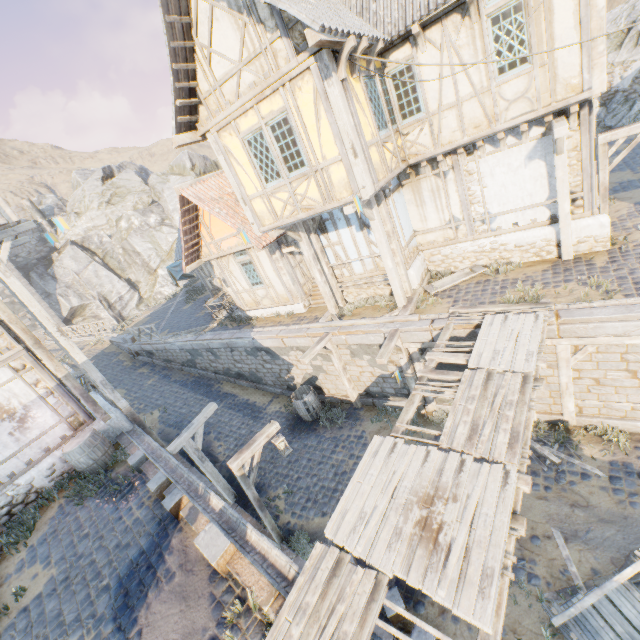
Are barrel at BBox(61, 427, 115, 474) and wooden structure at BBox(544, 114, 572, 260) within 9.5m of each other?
no

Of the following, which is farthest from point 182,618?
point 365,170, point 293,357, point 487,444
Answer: point 365,170

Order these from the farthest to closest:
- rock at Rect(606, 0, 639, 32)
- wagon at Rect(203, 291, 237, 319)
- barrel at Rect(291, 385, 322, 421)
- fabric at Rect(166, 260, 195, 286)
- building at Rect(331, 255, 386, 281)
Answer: fabric at Rect(166, 260, 195, 286)
rock at Rect(606, 0, 639, 32)
wagon at Rect(203, 291, 237, 319)
barrel at Rect(291, 385, 322, 421)
building at Rect(331, 255, 386, 281)

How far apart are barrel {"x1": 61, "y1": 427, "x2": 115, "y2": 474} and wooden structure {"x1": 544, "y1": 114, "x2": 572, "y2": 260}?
14.18m

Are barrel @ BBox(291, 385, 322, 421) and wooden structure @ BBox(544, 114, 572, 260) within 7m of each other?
no

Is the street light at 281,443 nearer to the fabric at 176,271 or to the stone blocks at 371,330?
the stone blocks at 371,330

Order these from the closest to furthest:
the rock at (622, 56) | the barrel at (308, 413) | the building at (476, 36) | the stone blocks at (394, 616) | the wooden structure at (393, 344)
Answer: the wooden structure at (393, 344) < the stone blocks at (394, 616) < the building at (476, 36) < the barrel at (308, 413) < the rock at (622, 56)

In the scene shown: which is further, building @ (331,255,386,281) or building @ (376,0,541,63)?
building @ (331,255,386,281)
